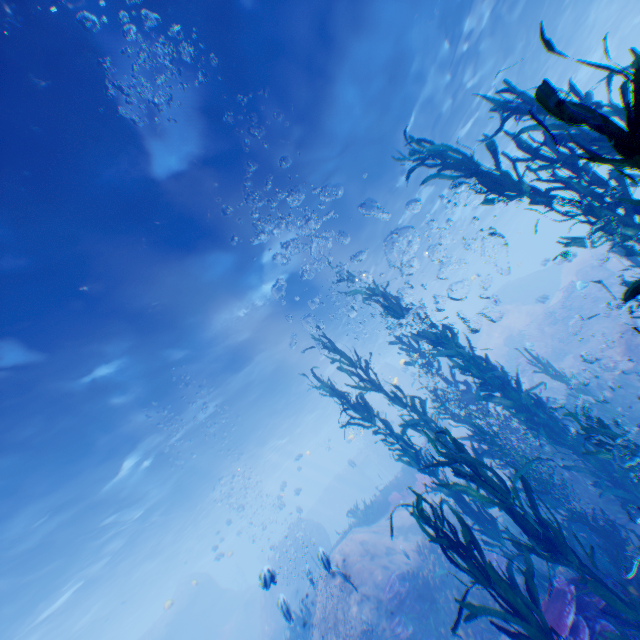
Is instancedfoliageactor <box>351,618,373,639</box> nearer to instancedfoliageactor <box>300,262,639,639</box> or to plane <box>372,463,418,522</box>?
plane <box>372,463,418,522</box>

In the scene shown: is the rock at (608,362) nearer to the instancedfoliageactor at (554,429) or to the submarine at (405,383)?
the submarine at (405,383)

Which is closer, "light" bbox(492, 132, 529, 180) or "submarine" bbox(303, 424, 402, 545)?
"light" bbox(492, 132, 529, 180)

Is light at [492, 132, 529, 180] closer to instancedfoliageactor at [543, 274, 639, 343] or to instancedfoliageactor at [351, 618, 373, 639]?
instancedfoliageactor at [543, 274, 639, 343]

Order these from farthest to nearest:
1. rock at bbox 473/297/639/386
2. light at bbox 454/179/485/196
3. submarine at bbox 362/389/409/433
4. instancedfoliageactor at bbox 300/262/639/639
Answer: submarine at bbox 362/389/409/433, light at bbox 454/179/485/196, rock at bbox 473/297/639/386, instancedfoliageactor at bbox 300/262/639/639

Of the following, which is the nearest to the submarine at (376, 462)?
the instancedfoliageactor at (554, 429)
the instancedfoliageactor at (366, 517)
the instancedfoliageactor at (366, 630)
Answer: the instancedfoliageactor at (366, 630)

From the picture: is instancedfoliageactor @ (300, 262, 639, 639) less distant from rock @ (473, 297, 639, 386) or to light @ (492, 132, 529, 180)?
rock @ (473, 297, 639, 386)

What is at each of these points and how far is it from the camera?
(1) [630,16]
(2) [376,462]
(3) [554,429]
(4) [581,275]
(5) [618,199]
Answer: (1) light, 25.48m
(2) submarine, 43.47m
(3) instancedfoliageactor, 6.68m
(4) rock, 20.78m
(5) instancedfoliageactor, 1.83m
